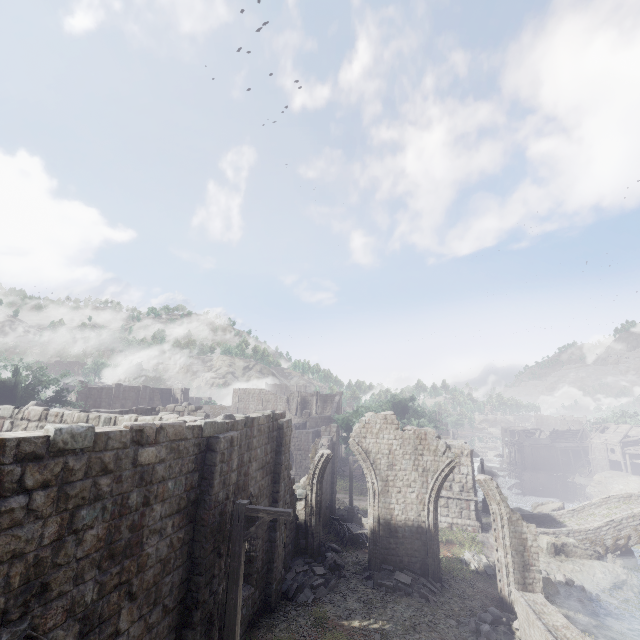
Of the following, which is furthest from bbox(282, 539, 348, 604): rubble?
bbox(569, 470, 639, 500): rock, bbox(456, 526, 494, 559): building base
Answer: bbox(569, 470, 639, 500): rock

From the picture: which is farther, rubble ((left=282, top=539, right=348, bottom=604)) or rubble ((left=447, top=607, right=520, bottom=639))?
rubble ((left=282, top=539, right=348, bottom=604))

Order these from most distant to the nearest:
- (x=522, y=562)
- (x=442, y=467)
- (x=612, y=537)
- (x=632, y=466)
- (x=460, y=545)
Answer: (x=632, y=466), (x=612, y=537), (x=460, y=545), (x=442, y=467), (x=522, y=562)

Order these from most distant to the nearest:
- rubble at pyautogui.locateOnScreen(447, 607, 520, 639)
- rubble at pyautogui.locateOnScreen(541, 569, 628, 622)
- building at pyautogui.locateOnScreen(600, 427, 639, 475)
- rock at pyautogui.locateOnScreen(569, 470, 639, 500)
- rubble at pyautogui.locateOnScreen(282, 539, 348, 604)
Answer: building at pyautogui.locateOnScreen(600, 427, 639, 475) < rock at pyautogui.locateOnScreen(569, 470, 639, 500) < rubble at pyautogui.locateOnScreen(541, 569, 628, 622) < rubble at pyautogui.locateOnScreen(282, 539, 348, 604) < rubble at pyautogui.locateOnScreen(447, 607, 520, 639)

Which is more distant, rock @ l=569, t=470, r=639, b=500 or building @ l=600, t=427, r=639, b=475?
building @ l=600, t=427, r=639, b=475

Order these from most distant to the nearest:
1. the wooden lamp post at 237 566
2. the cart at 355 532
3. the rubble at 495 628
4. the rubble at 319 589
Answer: the cart at 355 532 → the rubble at 319 589 → the rubble at 495 628 → the wooden lamp post at 237 566

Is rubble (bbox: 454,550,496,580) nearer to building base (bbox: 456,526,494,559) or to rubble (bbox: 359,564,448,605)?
building base (bbox: 456,526,494,559)

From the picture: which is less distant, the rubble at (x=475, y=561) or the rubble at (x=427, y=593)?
the rubble at (x=427, y=593)
